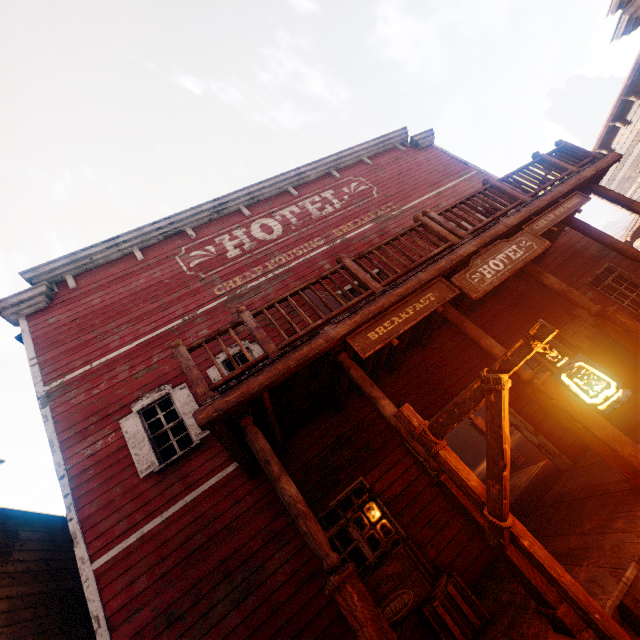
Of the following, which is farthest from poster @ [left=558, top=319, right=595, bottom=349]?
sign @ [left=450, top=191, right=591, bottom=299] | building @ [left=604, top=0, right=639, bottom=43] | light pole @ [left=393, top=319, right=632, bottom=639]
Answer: light pole @ [left=393, top=319, right=632, bottom=639]

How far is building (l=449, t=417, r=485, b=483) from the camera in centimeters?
1402cm

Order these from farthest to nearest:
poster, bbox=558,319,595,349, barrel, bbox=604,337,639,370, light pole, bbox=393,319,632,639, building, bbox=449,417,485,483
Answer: building, bbox=449,417,485,483, poster, bbox=558,319,595,349, barrel, bbox=604,337,639,370, light pole, bbox=393,319,632,639

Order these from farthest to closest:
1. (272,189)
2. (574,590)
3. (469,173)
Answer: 1. (469,173)
2. (272,189)
3. (574,590)

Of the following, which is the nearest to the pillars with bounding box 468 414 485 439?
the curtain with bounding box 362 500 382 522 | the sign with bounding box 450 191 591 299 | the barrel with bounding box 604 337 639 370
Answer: the curtain with bounding box 362 500 382 522

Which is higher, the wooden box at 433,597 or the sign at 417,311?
the sign at 417,311

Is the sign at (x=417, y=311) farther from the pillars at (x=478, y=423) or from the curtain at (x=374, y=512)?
the pillars at (x=478, y=423)

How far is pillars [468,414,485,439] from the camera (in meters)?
10.20
